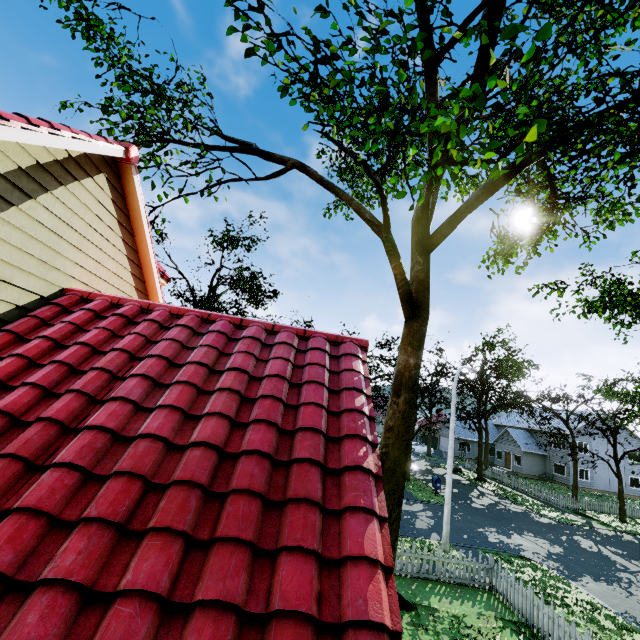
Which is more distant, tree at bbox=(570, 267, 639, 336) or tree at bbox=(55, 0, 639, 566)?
tree at bbox=(570, 267, 639, 336)

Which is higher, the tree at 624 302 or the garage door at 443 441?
the tree at 624 302

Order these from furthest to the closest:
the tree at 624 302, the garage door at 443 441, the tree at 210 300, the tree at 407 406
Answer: the garage door at 443 441 → the tree at 210 300 → the tree at 624 302 → the tree at 407 406

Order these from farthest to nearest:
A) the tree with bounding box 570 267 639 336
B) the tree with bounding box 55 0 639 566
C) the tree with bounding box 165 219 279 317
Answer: the tree with bounding box 165 219 279 317 < the tree with bounding box 570 267 639 336 < the tree with bounding box 55 0 639 566

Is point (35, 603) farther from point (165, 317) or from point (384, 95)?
point (384, 95)

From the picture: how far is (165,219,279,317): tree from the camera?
23.33m

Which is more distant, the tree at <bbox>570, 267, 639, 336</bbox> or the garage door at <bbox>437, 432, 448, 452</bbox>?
the garage door at <bbox>437, 432, 448, 452</bbox>
